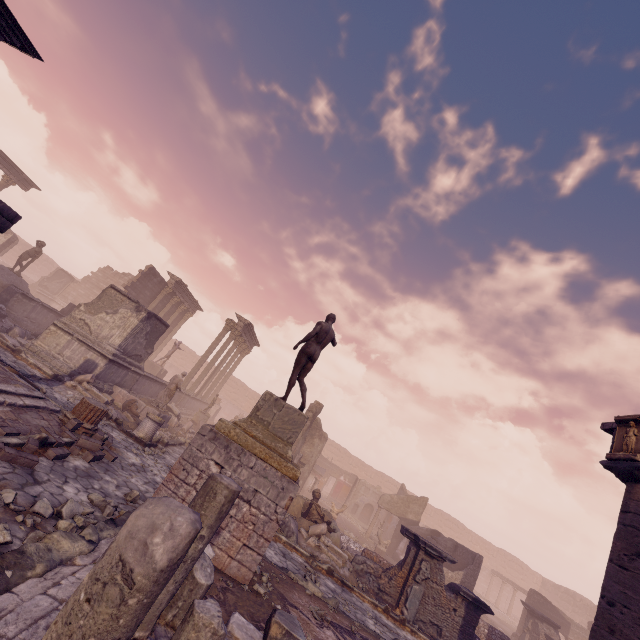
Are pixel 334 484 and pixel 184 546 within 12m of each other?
no

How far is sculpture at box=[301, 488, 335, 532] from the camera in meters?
11.6 m

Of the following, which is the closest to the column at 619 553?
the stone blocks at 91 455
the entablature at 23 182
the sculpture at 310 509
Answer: the sculpture at 310 509

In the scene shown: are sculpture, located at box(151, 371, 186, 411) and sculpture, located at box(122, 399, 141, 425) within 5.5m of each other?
yes

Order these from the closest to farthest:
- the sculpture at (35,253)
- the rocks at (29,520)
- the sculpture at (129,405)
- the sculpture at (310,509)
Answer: the rocks at (29,520) → the sculpture at (310,509) → the sculpture at (129,405) → the sculpture at (35,253)

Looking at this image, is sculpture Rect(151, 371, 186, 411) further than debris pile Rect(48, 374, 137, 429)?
Yes

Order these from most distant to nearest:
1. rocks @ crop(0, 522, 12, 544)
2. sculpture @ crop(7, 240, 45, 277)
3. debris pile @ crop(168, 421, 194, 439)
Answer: sculpture @ crop(7, 240, 45, 277), debris pile @ crop(168, 421, 194, 439), rocks @ crop(0, 522, 12, 544)

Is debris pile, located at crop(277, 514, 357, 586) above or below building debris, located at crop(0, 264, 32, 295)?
below
